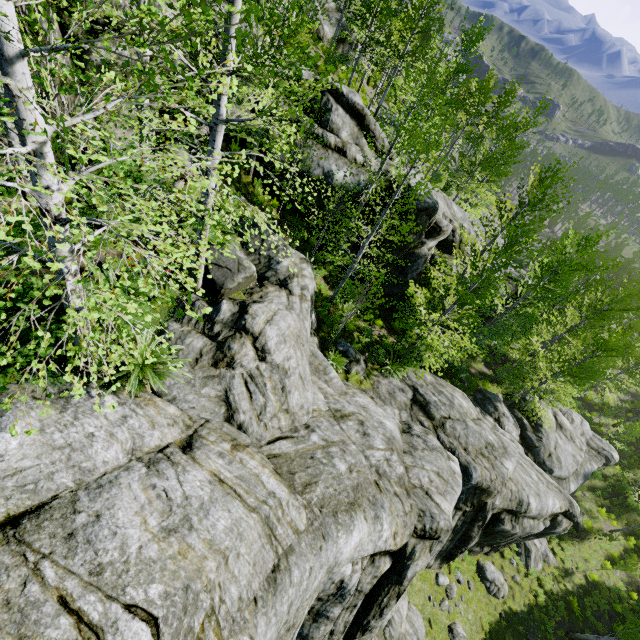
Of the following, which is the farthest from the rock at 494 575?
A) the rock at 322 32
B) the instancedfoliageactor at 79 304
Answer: the rock at 322 32

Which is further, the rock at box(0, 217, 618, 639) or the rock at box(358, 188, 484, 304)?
the rock at box(358, 188, 484, 304)

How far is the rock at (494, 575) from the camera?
→ 16.58m

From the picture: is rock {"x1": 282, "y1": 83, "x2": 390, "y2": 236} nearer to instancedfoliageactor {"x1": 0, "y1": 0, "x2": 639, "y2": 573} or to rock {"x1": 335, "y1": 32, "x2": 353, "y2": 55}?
instancedfoliageactor {"x1": 0, "y1": 0, "x2": 639, "y2": 573}

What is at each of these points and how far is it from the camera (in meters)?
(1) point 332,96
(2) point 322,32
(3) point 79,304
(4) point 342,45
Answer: (1) rock, 14.05
(2) rock, 27.05
(3) instancedfoliageactor, 3.74
(4) rock, 29.30

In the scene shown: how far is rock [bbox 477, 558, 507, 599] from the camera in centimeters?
1658cm
